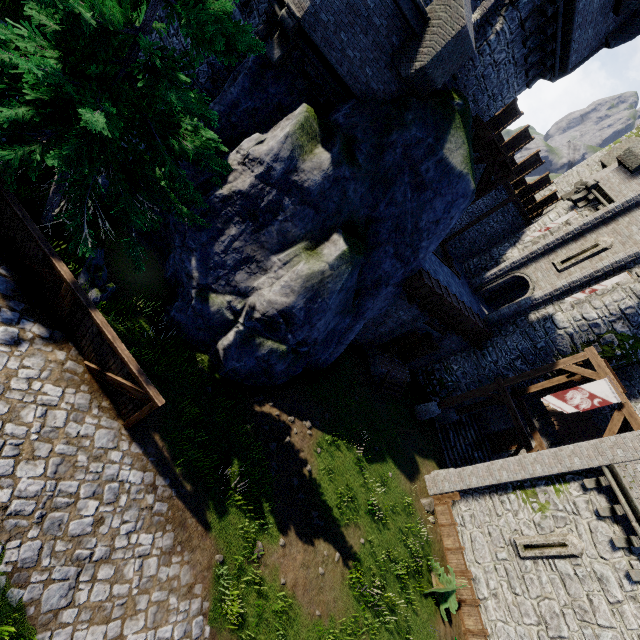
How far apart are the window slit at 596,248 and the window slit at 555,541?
13.05m

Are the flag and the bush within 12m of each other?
yes

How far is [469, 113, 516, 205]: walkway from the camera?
13.13m

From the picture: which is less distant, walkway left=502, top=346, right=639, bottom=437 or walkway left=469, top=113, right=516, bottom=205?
walkway left=469, top=113, right=516, bottom=205

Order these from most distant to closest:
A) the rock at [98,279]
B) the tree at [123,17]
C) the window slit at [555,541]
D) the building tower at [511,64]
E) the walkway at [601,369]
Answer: the walkway at [601,369] → the window slit at [555,541] → the building tower at [511,64] → the rock at [98,279] → the tree at [123,17]

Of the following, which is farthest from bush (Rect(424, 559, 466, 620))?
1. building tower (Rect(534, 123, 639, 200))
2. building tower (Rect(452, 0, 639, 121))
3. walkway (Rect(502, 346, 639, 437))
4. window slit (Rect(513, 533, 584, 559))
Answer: building tower (Rect(452, 0, 639, 121))

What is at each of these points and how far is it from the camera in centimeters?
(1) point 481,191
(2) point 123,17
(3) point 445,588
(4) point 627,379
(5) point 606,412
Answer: (1) walkway, 1526cm
(2) tree, 584cm
(3) bush, 1401cm
(4) building tower, 1805cm
(5) building tower, 1820cm

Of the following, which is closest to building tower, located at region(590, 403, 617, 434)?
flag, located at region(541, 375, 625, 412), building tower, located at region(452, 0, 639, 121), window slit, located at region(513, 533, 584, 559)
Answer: flag, located at region(541, 375, 625, 412)
